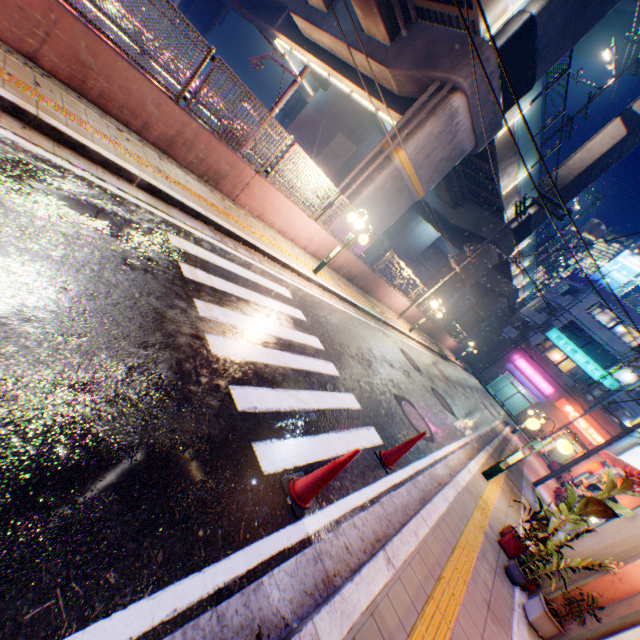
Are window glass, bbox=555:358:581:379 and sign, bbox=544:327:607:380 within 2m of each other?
yes

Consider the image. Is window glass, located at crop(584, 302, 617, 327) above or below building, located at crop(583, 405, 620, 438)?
above

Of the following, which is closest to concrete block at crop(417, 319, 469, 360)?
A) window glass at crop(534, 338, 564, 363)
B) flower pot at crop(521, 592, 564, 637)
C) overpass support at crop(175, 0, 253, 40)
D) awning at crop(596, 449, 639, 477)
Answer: overpass support at crop(175, 0, 253, 40)

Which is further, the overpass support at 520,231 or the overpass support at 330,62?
the overpass support at 520,231

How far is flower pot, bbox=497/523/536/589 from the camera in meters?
5.1

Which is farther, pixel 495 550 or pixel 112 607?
pixel 495 550

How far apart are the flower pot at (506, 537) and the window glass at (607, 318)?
38.2m

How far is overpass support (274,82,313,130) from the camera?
37.22m
